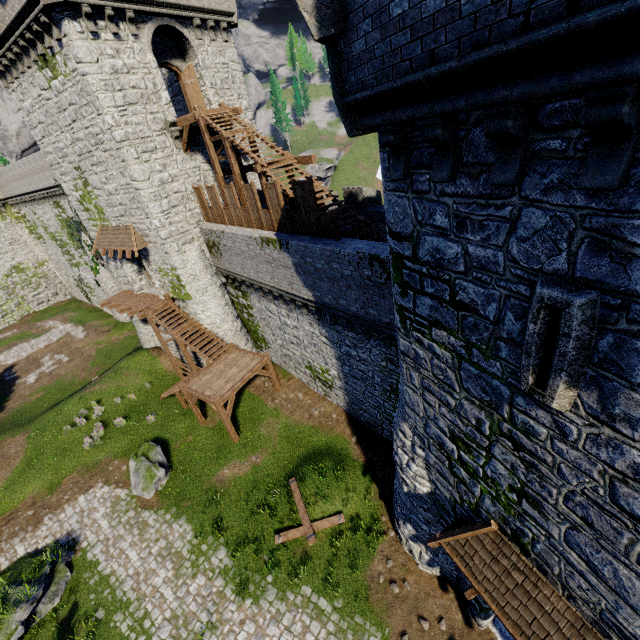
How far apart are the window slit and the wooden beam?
11.1 meters

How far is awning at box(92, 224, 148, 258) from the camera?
19.1 meters

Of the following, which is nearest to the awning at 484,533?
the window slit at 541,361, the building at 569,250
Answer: the building at 569,250

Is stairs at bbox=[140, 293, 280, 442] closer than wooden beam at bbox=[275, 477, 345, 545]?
No

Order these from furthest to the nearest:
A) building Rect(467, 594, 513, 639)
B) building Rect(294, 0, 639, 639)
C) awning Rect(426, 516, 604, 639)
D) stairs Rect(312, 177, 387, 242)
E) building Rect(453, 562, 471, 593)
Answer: stairs Rect(312, 177, 387, 242) → building Rect(453, 562, 471, 593) → building Rect(467, 594, 513, 639) → awning Rect(426, 516, 604, 639) → building Rect(294, 0, 639, 639)

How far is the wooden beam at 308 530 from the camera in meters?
12.9

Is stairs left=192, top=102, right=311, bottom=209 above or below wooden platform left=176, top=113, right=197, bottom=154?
below

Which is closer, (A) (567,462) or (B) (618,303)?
(B) (618,303)
